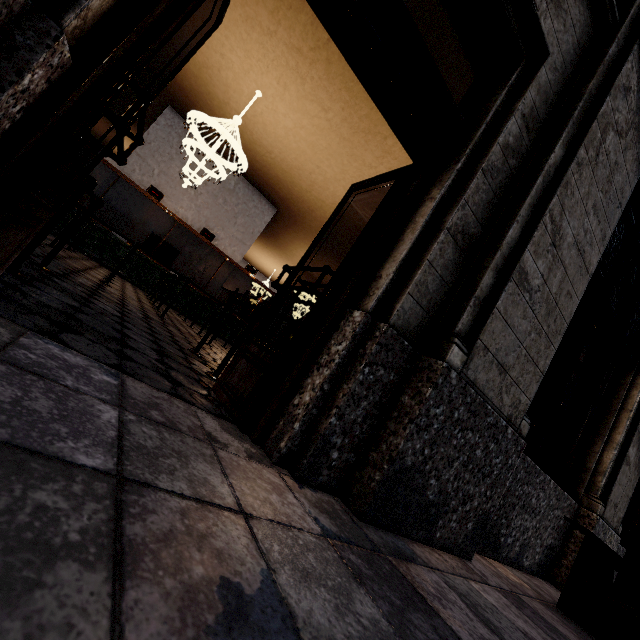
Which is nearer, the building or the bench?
the building

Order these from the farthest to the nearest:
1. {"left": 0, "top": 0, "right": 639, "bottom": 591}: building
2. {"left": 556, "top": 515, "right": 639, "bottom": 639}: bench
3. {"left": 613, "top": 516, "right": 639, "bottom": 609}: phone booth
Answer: {"left": 613, "top": 516, "right": 639, "bottom": 609}: phone booth < {"left": 556, "top": 515, "right": 639, "bottom": 639}: bench < {"left": 0, "top": 0, "right": 639, "bottom": 591}: building

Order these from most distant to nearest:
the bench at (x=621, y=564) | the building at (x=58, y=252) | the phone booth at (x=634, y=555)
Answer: the phone booth at (x=634, y=555)
the bench at (x=621, y=564)
the building at (x=58, y=252)

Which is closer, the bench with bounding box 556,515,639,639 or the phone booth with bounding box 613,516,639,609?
the bench with bounding box 556,515,639,639

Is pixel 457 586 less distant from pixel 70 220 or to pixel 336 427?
pixel 336 427

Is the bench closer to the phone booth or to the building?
the building

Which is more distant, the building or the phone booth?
the phone booth

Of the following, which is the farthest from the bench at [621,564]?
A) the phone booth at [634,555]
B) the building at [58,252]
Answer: the phone booth at [634,555]
